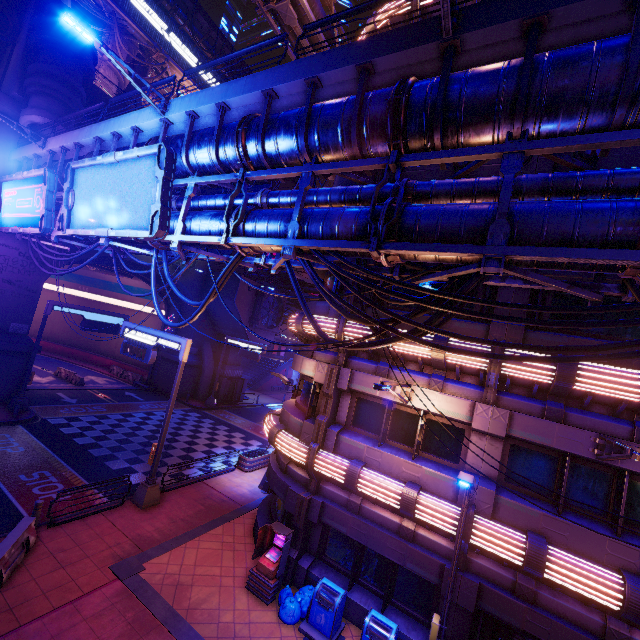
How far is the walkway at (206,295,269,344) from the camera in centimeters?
3284cm

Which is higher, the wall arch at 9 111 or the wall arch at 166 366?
the wall arch at 9 111

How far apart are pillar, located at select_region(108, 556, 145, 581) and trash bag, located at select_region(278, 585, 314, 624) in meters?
4.4 m

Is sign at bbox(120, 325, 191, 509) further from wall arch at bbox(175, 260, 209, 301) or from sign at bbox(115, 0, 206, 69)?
sign at bbox(115, 0, 206, 69)

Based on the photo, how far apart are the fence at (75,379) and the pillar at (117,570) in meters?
26.0 m

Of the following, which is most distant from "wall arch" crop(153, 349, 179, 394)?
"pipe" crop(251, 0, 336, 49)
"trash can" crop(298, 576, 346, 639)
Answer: "trash can" crop(298, 576, 346, 639)

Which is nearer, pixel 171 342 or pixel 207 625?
pixel 207 625

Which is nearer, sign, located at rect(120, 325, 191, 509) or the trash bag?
the trash bag
